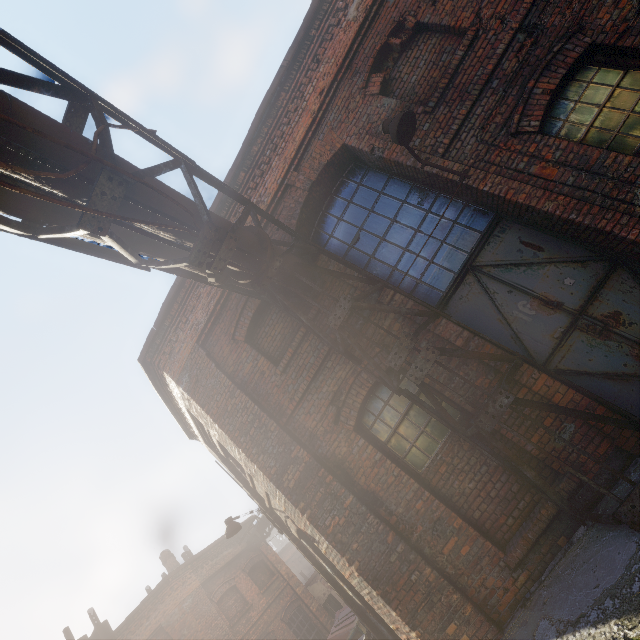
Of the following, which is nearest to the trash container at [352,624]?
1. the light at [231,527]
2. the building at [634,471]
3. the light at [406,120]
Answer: the building at [634,471]

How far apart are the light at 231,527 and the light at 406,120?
8.5m

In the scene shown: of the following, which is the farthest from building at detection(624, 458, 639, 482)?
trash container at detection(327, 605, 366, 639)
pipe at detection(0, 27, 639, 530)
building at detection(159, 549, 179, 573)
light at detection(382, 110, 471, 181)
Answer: building at detection(159, 549, 179, 573)

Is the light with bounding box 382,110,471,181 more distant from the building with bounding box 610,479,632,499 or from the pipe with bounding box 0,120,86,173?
the building with bounding box 610,479,632,499

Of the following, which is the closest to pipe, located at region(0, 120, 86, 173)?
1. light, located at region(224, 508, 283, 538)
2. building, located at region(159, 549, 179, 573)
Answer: light, located at region(224, 508, 283, 538)

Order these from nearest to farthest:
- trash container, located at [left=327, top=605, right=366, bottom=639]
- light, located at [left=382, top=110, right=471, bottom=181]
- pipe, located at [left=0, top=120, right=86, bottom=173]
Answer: pipe, located at [left=0, top=120, right=86, bottom=173] < light, located at [left=382, top=110, right=471, bottom=181] < trash container, located at [left=327, top=605, right=366, bottom=639]

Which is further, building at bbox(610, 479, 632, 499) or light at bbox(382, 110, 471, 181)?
light at bbox(382, 110, 471, 181)

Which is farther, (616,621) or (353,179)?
(353,179)
